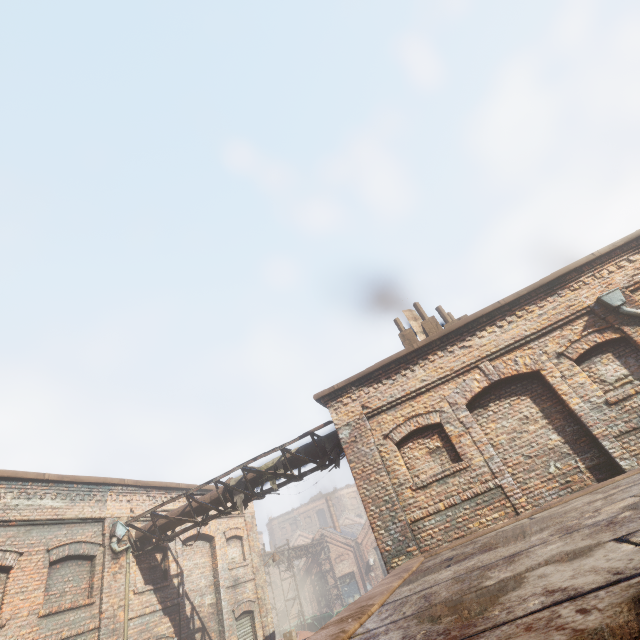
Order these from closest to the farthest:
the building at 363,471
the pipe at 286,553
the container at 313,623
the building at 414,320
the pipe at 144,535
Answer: the building at 363,471
the pipe at 144,535
the building at 414,320
the pipe at 286,553
the container at 313,623

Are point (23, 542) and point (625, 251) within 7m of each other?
no

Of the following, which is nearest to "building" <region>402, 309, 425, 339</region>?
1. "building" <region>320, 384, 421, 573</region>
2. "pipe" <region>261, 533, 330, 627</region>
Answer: "building" <region>320, 384, 421, 573</region>

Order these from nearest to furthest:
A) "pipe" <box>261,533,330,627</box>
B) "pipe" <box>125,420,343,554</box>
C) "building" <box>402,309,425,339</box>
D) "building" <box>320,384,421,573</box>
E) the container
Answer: "building" <box>320,384,421,573</box> → "pipe" <box>125,420,343,554</box> → "building" <box>402,309,425,339</box> → "pipe" <box>261,533,330,627</box> → the container

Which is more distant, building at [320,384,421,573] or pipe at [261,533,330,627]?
pipe at [261,533,330,627]

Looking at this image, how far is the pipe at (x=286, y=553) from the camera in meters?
23.8 m

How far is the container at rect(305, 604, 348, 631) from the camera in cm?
2503

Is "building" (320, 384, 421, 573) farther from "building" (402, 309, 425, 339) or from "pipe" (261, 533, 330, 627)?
"pipe" (261, 533, 330, 627)
